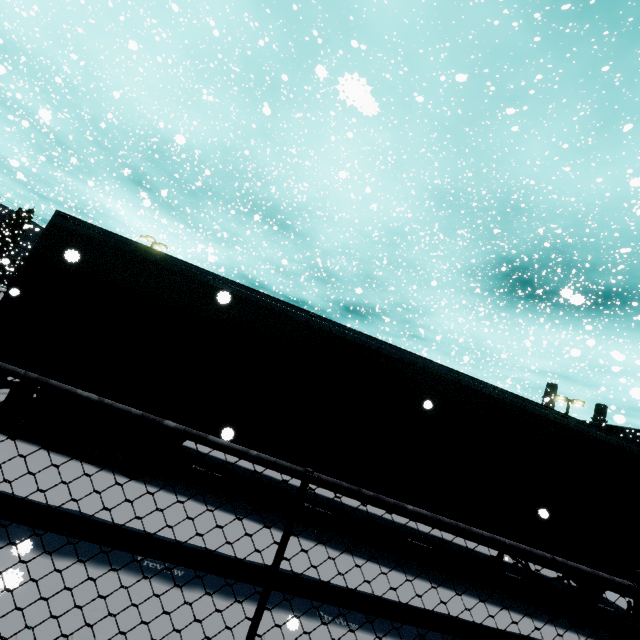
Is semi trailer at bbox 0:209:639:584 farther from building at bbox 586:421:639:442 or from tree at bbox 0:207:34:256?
tree at bbox 0:207:34:256

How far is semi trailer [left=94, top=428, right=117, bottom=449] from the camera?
5.2m

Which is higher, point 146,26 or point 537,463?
point 146,26

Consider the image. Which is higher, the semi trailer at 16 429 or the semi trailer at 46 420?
the semi trailer at 46 420

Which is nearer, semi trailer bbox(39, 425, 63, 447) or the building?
semi trailer bbox(39, 425, 63, 447)

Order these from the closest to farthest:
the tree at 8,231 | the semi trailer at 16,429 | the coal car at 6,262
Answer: the semi trailer at 16,429 < the coal car at 6,262 < the tree at 8,231

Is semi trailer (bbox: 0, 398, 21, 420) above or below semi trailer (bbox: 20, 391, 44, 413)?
below
